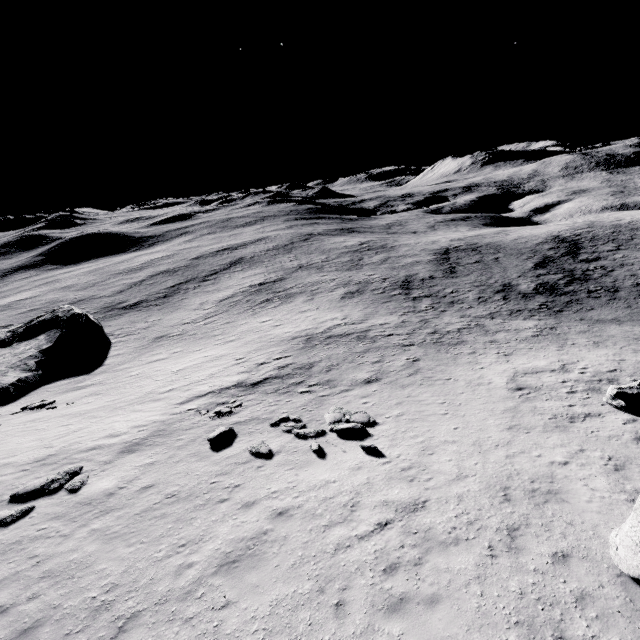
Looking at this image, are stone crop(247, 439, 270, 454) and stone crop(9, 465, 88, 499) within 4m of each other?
no

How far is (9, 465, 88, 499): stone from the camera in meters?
11.3 m

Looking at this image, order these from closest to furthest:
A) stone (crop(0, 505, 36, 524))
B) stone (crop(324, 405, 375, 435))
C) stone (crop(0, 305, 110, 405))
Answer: stone (crop(0, 505, 36, 524))
stone (crop(324, 405, 375, 435))
stone (crop(0, 305, 110, 405))

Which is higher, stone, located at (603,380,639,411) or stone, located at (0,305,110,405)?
stone, located at (603,380,639,411)

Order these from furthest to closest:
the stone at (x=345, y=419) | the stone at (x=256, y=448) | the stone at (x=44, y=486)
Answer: the stone at (x=345, y=419) < the stone at (x=256, y=448) < the stone at (x=44, y=486)

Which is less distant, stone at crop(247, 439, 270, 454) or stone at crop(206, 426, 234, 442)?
stone at crop(247, 439, 270, 454)

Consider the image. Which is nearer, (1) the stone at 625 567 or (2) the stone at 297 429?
(1) the stone at 625 567

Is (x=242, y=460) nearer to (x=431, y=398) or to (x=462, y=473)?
(x=462, y=473)
